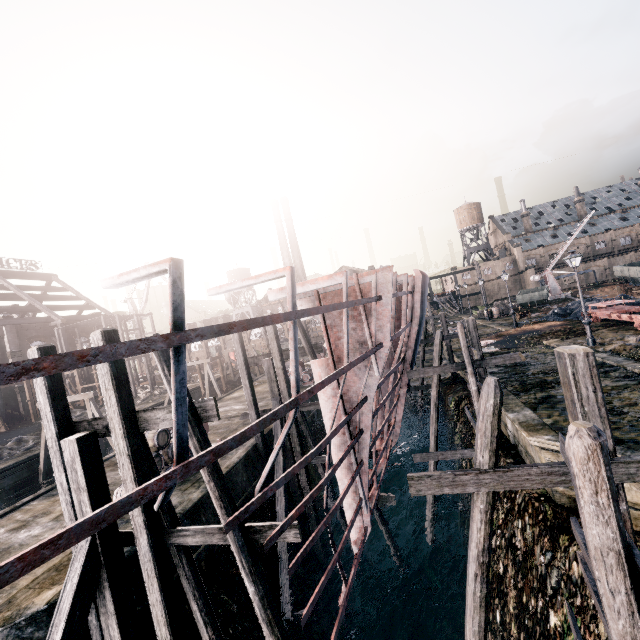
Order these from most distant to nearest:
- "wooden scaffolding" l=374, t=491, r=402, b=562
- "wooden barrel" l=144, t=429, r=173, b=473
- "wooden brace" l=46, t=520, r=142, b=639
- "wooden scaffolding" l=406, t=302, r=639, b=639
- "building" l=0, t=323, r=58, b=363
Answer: "building" l=0, t=323, r=58, b=363
"wooden scaffolding" l=374, t=491, r=402, b=562
"wooden barrel" l=144, t=429, r=173, b=473
"wooden brace" l=46, t=520, r=142, b=639
"wooden scaffolding" l=406, t=302, r=639, b=639

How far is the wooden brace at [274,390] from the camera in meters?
16.0 m

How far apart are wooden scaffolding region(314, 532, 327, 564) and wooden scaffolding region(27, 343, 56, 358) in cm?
830

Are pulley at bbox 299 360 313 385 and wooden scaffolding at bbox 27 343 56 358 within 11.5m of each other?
no

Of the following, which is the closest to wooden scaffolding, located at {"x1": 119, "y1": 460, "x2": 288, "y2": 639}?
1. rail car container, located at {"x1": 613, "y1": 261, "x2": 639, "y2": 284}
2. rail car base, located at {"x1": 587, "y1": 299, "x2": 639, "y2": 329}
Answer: rail car base, located at {"x1": 587, "y1": 299, "x2": 639, "y2": 329}

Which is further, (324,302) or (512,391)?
(512,391)

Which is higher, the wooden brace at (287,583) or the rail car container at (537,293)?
the rail car container at (537,293)

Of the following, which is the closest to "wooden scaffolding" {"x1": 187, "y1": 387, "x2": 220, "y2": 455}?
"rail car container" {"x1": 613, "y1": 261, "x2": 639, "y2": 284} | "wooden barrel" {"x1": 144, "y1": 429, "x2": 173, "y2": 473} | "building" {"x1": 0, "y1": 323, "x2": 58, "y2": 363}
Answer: "wooden barrel" {"x1": 144, "y1": 429, "x2": 173, "y2": 473}
